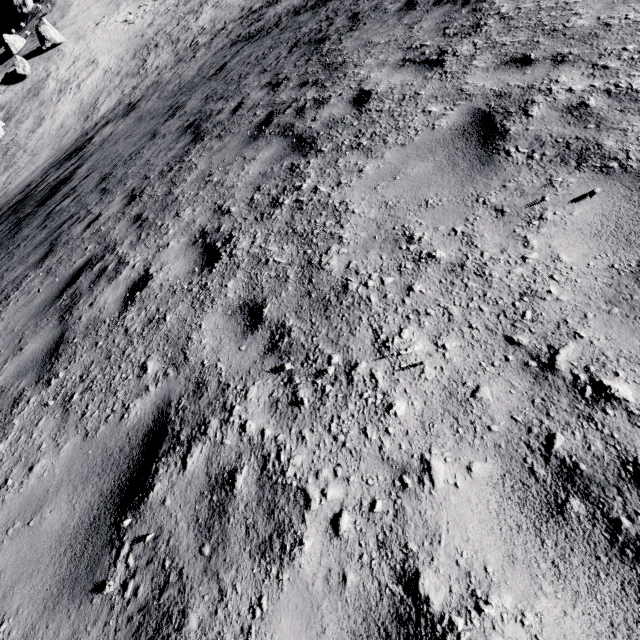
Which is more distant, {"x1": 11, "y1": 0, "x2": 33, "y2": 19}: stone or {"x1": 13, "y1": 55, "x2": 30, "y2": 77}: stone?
{"x1": 11, "y1": 0, "x2": 33, "y2": 19}: stone

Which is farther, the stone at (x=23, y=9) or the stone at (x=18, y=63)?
the stone at (x=23, y=9)

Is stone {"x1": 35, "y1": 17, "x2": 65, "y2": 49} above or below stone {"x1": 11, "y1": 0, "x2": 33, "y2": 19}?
below

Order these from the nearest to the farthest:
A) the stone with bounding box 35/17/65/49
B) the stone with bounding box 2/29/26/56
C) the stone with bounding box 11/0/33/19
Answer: the stone with bounding box 35/17/65/49 < the stone with bounding box 2/29/26/56 < the stone with bounding box 11/0/33/19

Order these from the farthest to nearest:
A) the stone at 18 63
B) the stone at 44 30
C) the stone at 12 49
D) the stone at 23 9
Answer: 1. the stone at 23 9
2. the stone at 12 49
3. the stone at 44 30
4. the stone at 18 63

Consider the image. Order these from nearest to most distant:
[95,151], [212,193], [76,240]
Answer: [212,193], [76,240], [95,151]

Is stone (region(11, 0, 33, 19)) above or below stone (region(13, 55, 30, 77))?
above

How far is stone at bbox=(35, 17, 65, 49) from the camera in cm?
3850
